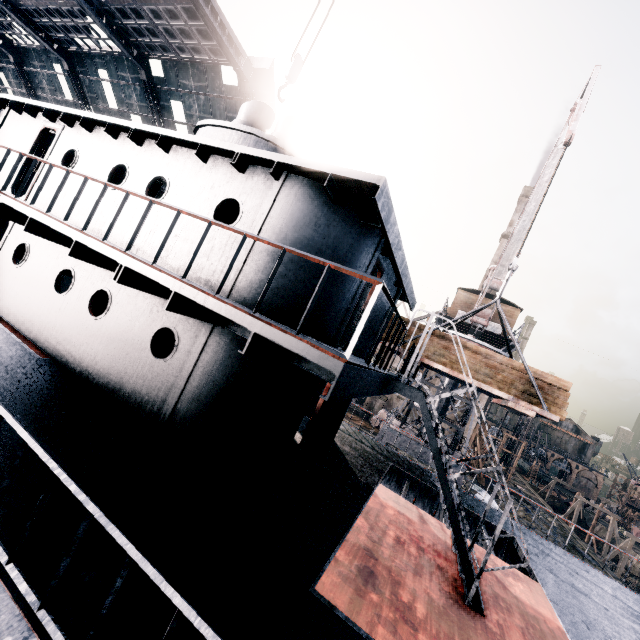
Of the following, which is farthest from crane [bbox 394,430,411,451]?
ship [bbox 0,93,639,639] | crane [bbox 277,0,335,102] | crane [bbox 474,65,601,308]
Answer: crane [bbox 277,0,335,102]

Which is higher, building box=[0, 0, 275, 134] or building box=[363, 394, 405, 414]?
building box=[0, 0, 275, 134]

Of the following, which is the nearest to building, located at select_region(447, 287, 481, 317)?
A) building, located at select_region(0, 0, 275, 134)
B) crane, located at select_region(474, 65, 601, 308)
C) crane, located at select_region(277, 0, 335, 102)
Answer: crane, located at select_region(474, 65, 601, 308)

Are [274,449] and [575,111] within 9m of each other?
no

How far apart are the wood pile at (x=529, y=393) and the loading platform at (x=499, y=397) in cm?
1

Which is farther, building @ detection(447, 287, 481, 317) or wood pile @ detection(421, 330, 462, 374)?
building @ detection(447, 287, 481, 317)

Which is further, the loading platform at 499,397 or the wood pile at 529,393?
the wood pile at 529,393

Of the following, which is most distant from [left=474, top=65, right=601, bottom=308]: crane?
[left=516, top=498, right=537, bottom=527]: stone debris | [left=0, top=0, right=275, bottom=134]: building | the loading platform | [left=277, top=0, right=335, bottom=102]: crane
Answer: [left=516, top=498, right=537, bottom=527]: stone debris
